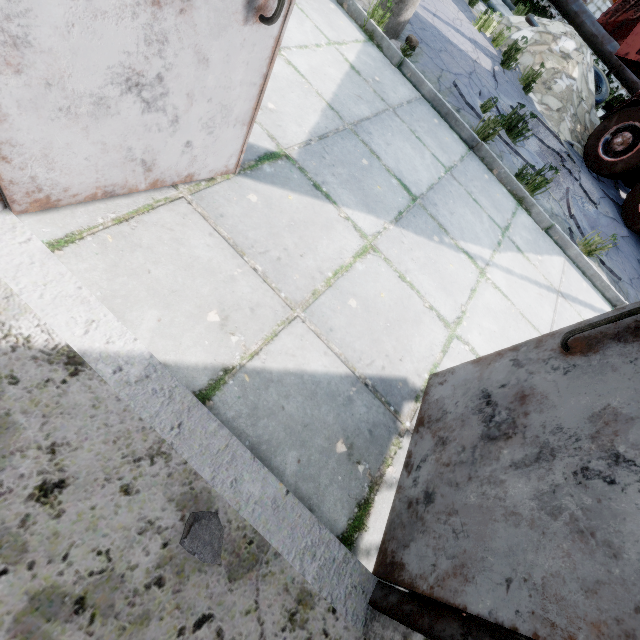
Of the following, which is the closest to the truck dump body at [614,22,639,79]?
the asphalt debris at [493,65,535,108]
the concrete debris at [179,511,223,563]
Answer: the asphalt debris at [493,65,535,108]

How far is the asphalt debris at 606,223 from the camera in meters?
5.6

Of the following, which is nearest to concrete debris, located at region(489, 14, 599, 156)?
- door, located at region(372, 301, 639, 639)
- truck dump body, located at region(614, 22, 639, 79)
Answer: truck dump body, located at region(614, 22, 639, 79)

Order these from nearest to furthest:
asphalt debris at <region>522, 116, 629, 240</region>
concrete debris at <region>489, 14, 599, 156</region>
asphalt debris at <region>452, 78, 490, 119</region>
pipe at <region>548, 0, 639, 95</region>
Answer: asphalt debris at <region>452, 78, 490, 119</region>
asphalt debris at <region>522, 116, 629, 240</region>
concrete debris at <region>489, 14, 599, 156</region>
pipe at <region>548, 0, 639, 95</region>

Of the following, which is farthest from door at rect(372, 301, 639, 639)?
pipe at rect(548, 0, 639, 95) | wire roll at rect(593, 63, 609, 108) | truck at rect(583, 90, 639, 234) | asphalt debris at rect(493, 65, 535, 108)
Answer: wire roll at rect(593, 63, 609, 108)

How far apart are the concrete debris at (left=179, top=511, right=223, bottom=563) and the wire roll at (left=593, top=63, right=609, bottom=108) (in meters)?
12.77

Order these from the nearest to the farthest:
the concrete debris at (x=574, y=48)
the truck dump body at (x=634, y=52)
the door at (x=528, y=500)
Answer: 1. the door at (x=528, y=500)
2. the truck dump body at (x=634, y=52)
3. the concrete debris at (x=574, y=48)

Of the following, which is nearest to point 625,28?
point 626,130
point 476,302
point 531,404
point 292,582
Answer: point 626,130
